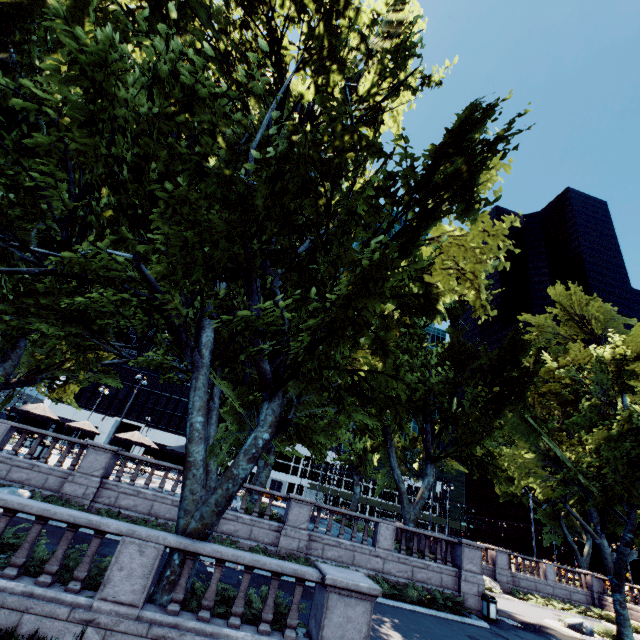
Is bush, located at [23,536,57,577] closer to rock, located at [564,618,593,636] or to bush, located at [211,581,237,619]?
bush, located at [211,581,237,619]

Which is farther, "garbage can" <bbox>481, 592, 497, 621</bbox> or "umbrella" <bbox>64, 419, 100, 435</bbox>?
"umbrella" <bbox>64, 419, 100, 435</bbox>

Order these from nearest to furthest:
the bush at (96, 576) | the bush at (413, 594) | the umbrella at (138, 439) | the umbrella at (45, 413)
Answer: the bush at (96, 576)
the bush at (413, 594)
the umbrella at (45, 413)
the umbrella at (138, 439)

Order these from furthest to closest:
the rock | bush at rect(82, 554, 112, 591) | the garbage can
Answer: the rock < the garbage can < bush at rect(82, 554, 112, 591)

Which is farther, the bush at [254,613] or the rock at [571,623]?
the rock at [571,623]

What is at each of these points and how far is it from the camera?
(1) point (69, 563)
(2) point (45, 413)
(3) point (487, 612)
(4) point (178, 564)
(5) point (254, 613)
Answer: (1) bush, 7.5 meters
(2) umbrella, 20.4 meters
(3) garbage can, 16.2 meters
(4) tree, 8.0 meters
(5) bush, 8.2 meters

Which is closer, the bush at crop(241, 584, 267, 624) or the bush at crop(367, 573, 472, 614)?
the bush at crop(241, 584, 267, 624)

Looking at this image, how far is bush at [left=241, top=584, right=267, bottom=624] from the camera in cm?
819
